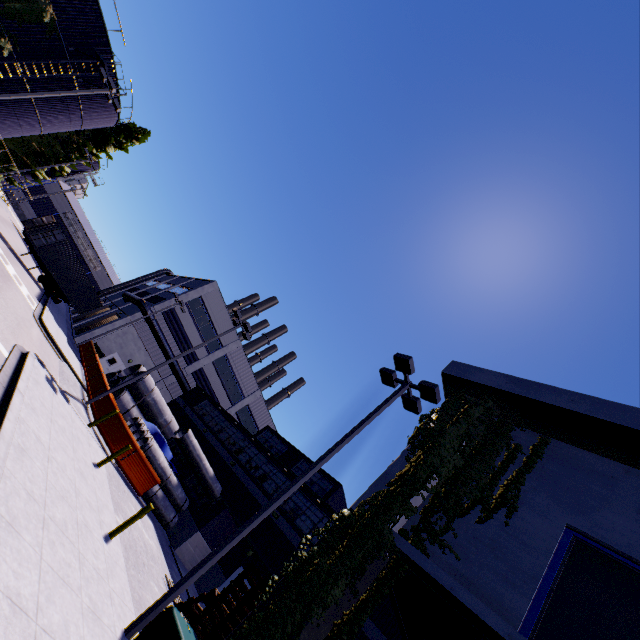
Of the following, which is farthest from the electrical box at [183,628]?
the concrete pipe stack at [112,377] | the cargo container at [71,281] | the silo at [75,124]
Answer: the cargo container at [71,281]

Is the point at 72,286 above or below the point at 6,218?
above

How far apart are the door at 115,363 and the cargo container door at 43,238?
11.93m

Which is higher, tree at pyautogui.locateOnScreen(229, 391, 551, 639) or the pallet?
tree at pyautogui.locateOnScreen(229, 391, 551, 639)

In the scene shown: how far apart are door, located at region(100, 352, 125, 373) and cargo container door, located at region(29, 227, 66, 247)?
11.93m

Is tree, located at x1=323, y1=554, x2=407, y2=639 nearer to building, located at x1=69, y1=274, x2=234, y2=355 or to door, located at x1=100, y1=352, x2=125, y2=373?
building, located at x1=69, y1=274, x2=234, y2=355

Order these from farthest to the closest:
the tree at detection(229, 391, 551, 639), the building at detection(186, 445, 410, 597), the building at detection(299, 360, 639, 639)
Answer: the building at detection(186, 445, 410, 597)
the tree at detection(229, 391, 551, 639)
the building at detection(299, 360, 639, 639)

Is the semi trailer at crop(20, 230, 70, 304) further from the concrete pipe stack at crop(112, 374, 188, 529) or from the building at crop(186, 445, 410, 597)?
the building at crop(186, 445, 410, 597)
